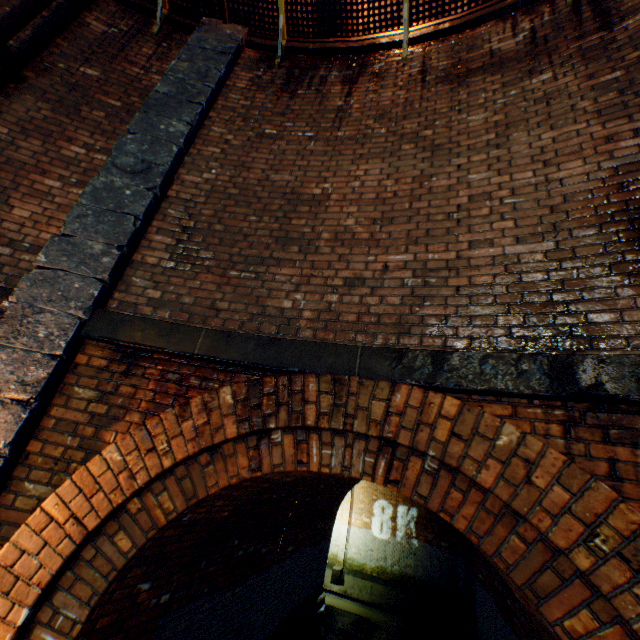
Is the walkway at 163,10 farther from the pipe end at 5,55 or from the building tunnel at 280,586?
the building tunnel at 280,586

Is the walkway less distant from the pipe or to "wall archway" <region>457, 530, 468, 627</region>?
the pipe

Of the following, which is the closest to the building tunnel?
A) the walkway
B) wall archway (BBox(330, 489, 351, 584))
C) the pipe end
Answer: wall archway (BBox(330, 489, 351, 584))

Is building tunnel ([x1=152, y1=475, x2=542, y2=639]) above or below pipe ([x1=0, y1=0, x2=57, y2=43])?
below

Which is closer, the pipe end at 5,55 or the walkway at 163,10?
the pipe end at 5,55

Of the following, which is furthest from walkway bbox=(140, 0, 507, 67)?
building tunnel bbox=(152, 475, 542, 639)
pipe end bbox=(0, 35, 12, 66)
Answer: building tunnel bbox=(152, 475, 542, 639)

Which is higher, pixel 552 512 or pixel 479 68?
pixel 479 68

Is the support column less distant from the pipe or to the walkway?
the walkway
